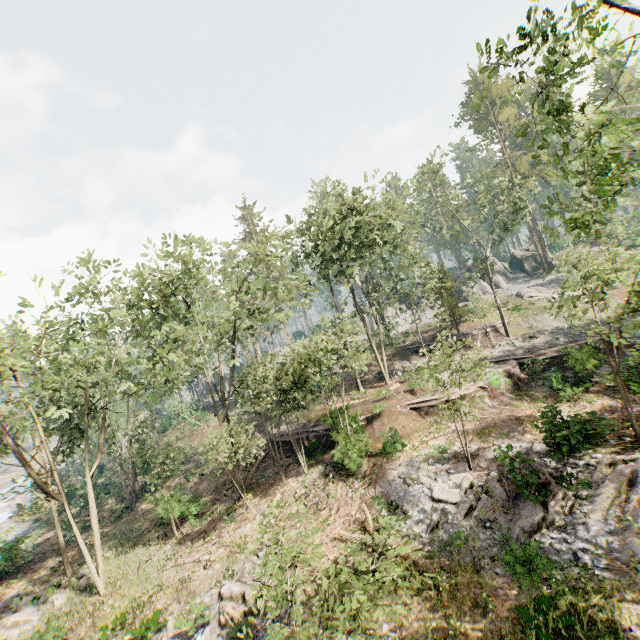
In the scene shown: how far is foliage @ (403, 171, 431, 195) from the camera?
27.40m

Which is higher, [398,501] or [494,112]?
[494,112]

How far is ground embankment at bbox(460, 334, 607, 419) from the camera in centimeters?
2002cm

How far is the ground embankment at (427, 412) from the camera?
22.23m

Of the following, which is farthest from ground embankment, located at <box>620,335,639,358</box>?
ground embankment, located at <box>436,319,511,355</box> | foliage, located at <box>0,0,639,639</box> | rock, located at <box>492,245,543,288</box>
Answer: rock, located at <box>492,245,543,288</box>

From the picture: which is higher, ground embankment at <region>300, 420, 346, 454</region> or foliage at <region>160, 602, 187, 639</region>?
ground embankment at <region>300, 420, 346, 454</region>

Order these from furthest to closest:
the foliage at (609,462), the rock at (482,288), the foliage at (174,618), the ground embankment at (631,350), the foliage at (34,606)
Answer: the rock at (482,288) < the ground embankment at (631,350) < the foliage at (34,606) < the foliage at (174,618) < the foliage at (609,462)

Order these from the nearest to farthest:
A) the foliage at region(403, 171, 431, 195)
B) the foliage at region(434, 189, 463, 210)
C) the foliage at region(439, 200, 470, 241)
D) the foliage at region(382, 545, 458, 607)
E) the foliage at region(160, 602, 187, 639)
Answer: the foliage at region(382, 545, 458, 607)
the foliage at region(160, 602, 187, 639)
the foliage at region(403, 171, 431, 195)
the foliage at region(434, 189, 463, 210)
the foliage at region(439, 200, 470, 241)
